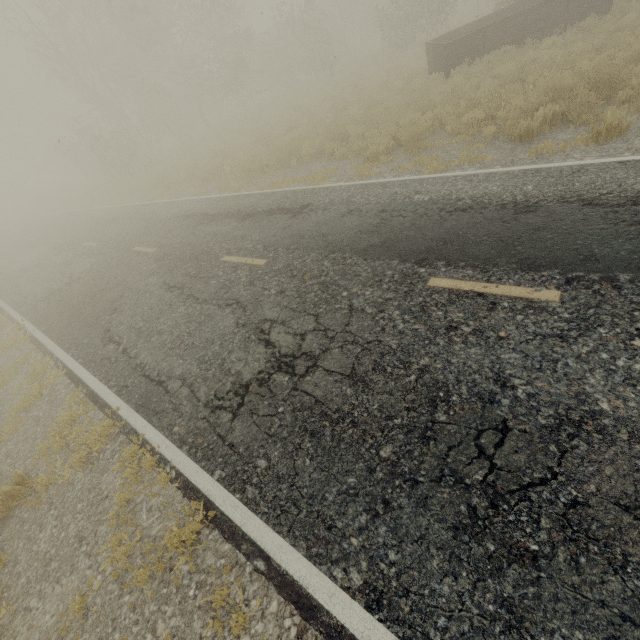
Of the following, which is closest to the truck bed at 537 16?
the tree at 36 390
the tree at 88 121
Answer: the tree at 88 121

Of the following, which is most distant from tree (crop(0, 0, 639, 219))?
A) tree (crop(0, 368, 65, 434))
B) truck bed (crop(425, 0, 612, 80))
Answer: tree (crop(0, 368, 65, 434))

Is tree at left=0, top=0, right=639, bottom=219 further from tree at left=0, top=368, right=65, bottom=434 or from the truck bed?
tree at left=0, top=368, right=65, bottom=434

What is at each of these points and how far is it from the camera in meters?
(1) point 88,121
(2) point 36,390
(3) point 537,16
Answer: (1) tree, 41.2 m
(2) tree, 6.4 m
(3) truck bed, 11.7 m

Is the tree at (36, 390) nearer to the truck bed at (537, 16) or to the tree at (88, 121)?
the truck bed at (537, 16)

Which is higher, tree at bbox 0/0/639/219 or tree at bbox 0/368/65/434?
tree at bbox 0/0/639/219
